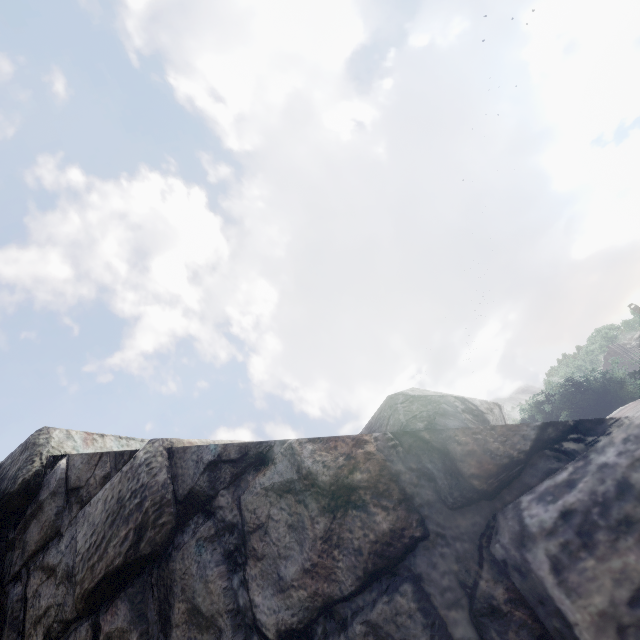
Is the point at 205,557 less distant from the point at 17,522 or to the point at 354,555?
the point at 354,555
